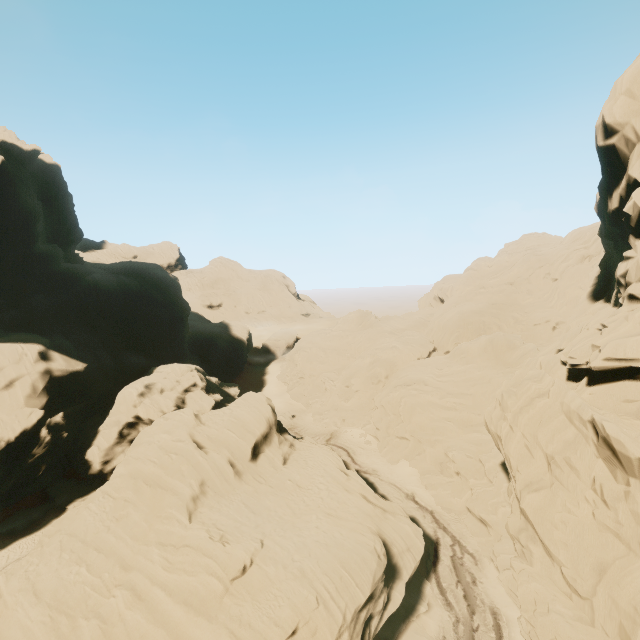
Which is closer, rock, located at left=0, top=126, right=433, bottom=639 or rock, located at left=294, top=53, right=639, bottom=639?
rock, located at left=294, top=53, right=639, bottom=639

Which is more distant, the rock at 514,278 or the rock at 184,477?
the rock at 184,477

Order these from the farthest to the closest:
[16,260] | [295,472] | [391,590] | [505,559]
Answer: [16,260]
[295,472]
[505,559]
[391,590]
